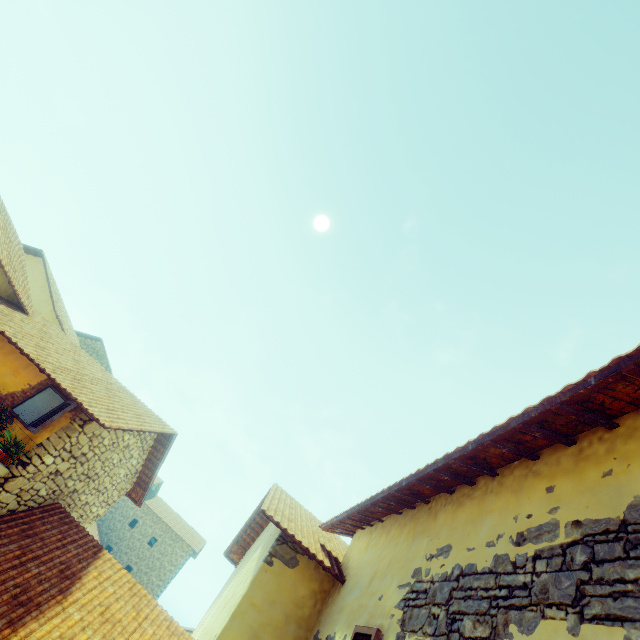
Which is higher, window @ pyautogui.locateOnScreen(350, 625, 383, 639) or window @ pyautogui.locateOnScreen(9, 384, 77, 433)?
window @ pyautogui.locateOnScreen(350, 625, 383, 639)

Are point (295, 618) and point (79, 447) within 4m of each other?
no

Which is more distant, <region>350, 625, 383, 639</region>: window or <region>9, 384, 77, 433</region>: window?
<region>9, 384, 77, 433</region>: window

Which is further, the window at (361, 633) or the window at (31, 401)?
the window at (31, 401)

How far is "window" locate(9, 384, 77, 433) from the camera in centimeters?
552cm

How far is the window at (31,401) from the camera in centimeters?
552cm
